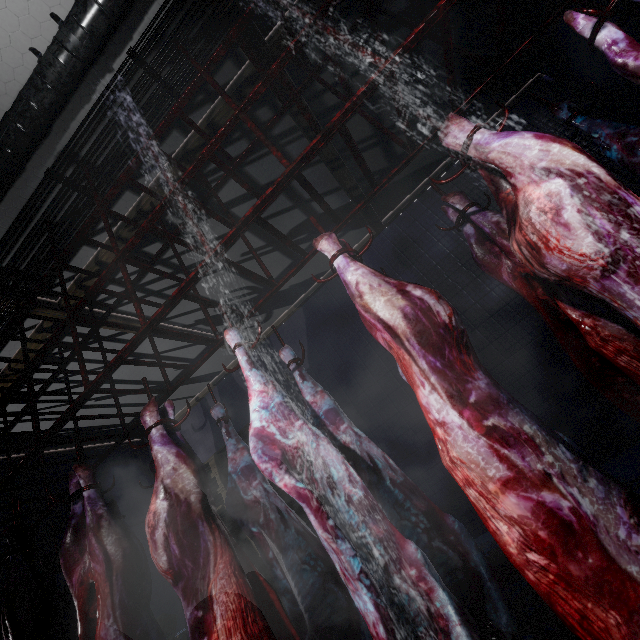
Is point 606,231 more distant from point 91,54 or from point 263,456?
point 91,54

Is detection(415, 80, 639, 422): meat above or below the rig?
below

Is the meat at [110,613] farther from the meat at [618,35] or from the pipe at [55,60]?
the meat at [618,35]

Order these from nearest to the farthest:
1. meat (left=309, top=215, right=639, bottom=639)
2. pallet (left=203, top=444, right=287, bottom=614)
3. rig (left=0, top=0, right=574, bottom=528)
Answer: meat (left=309, top=215, right=639, bottom=639) → rig (left=0, top=0, right=574, bottom=528) → pallet (left=203, top=444, right=287, bottom=614)

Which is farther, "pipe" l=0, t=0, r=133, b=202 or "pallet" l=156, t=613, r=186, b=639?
"pallet" l=156, t=613, r=186, b=639

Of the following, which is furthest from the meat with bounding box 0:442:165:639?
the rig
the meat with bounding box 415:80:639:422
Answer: the meat with bounding box 415:80:639:422

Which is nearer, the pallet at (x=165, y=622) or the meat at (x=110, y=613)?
the meat at (x=110, y=613)

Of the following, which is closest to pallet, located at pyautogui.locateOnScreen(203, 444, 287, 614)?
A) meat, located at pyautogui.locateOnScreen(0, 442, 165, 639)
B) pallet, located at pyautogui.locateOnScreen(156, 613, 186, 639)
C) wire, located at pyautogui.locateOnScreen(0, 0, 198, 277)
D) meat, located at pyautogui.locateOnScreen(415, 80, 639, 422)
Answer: pallet, located at pyautogui.locateOnScreen(156, 613, 186, 639)
